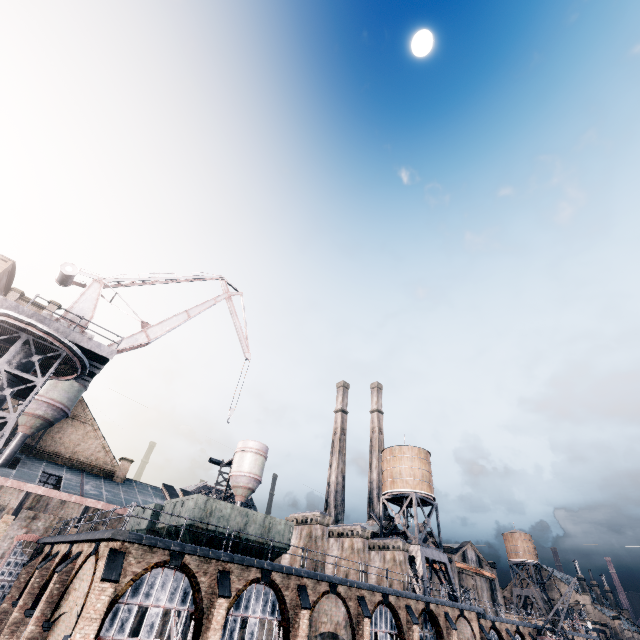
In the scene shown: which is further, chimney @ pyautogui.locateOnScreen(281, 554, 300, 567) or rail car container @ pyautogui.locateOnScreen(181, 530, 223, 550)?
chimney @ pyautogui.locateOnScreen(281, 554, 300, 567)

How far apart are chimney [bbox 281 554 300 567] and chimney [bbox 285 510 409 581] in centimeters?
381cm

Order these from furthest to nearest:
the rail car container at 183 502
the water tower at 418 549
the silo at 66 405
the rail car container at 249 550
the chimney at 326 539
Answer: the water tower at 418 549 < the silo at 66 405 < the chimney at 326 539 < the rail car container at 249 550 < the rail car container at 183 502

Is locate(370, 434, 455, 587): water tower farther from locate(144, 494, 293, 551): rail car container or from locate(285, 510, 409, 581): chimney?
locate(144, 494, 293, 551): rail car container

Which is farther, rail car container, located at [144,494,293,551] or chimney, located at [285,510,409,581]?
chimney, located at [285,510,409,581]

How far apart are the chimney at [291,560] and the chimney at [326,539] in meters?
3.8

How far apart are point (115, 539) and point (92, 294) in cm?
2128

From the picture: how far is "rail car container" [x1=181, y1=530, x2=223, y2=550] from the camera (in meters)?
19.27
